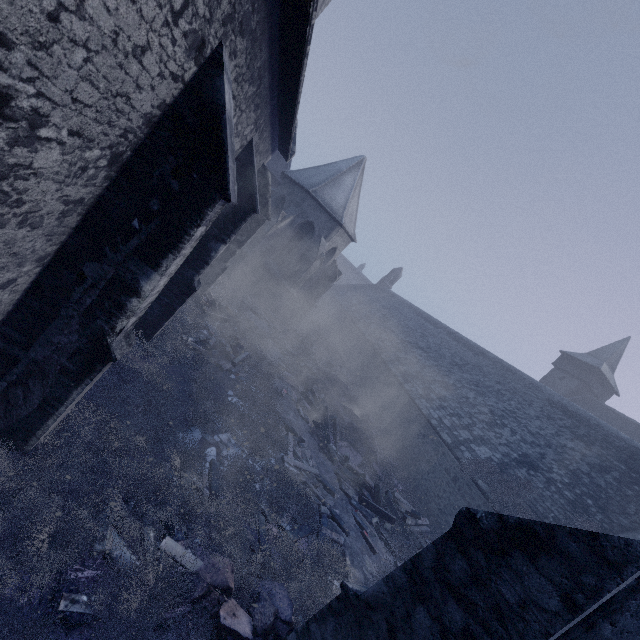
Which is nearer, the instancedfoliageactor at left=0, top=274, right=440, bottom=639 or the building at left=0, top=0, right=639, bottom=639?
the building at left=0, top=0, right=639, bottom=639

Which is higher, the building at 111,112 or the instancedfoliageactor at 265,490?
the building at 111,112

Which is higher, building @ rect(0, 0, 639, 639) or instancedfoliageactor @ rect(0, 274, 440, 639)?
building @ rect(0, 0, 639, 639)

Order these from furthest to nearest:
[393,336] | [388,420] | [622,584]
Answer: [393,336]
[388,420]
[622,584]

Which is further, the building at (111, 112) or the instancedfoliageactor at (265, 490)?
the instancedfoliageactor at (265, 490)
